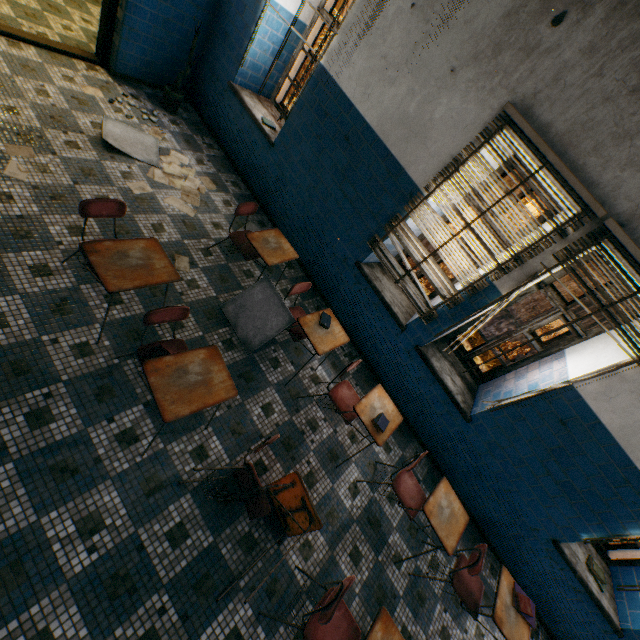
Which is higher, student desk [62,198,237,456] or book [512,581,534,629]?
book [512,581,534,629]

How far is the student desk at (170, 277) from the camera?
2.1 meters

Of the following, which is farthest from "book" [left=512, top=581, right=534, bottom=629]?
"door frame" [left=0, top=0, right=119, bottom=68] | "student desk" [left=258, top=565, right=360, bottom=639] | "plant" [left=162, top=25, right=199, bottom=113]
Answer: "door frame" [left=0, top=0, right=119, bottom=68]

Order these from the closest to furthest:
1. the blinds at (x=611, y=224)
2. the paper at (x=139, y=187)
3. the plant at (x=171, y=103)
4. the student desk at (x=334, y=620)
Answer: the student desk at (x=334, y=620) < the blinds at (x=611, y=224) < the paper at (x=139, y=187) < the plant at (x=171, y=103)

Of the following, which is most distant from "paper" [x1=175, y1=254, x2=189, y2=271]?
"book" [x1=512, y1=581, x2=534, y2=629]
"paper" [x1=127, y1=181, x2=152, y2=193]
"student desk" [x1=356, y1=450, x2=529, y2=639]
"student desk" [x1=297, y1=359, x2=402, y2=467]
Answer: "book" [x1=512, y1=581, x2=534, y2=629]

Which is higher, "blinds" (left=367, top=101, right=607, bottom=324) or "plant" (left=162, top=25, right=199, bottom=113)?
"blinds" (left=367, top=101, right=607, bottom=324)

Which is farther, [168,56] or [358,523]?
[168,56]

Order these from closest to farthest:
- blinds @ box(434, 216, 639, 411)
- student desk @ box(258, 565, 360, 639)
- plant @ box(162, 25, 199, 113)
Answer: student desk @ box(258, 565, 360, 639)
blinds @ box(434, 216, 639, 411)
plant @ box(162, 25, 199, 113)
